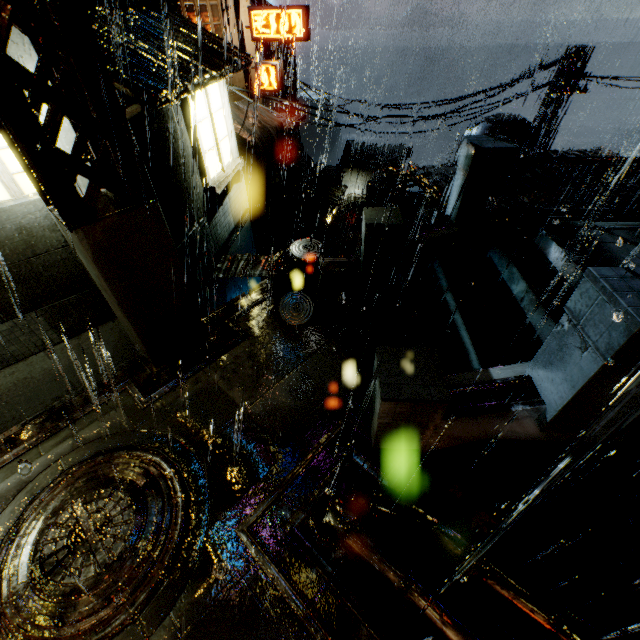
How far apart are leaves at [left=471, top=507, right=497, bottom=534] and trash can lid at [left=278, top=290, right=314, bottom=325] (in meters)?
4.47

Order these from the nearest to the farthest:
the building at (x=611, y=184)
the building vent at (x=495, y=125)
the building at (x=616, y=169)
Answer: the building at (x=611, y=184)
the building at (x=616, y=169)
the building vent at (x=495, y=125)

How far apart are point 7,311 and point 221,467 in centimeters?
484cm

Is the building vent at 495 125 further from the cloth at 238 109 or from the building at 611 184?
the cloth at 238 109

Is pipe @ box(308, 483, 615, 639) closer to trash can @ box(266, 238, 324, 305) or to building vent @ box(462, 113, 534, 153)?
trash can @ box(266, 238, 324, 305)

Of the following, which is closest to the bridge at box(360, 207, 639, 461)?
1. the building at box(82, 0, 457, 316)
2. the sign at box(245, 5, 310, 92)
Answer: the building at box(82, 0, 457, 316)

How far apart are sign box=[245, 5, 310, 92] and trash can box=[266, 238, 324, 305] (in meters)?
19.85

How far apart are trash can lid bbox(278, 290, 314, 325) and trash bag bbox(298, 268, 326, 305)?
0.0m
